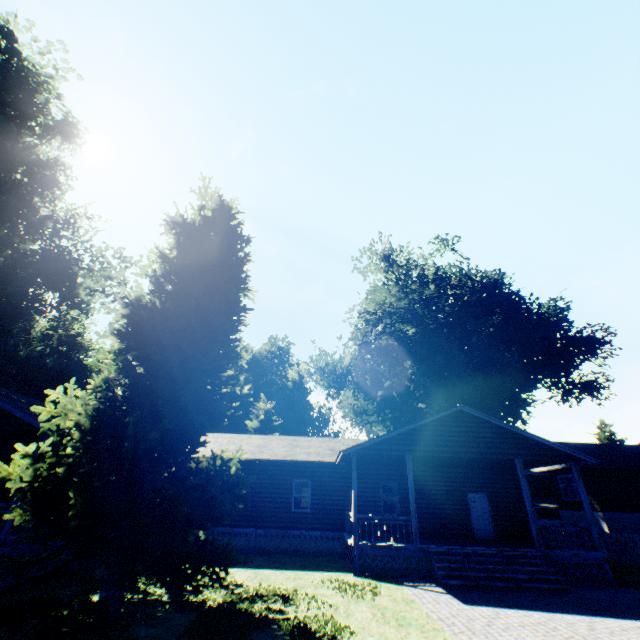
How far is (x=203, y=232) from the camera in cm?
1102

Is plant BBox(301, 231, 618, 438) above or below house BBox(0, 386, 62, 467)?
above

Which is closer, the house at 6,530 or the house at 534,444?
the house at 6,530

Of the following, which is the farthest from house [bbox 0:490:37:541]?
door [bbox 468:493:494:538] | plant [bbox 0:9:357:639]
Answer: plant [bbox 0:9:357:639]

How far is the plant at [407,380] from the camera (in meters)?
29.38

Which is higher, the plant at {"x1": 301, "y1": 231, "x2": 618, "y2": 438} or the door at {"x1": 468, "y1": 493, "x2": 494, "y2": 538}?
the plant at {"x1": 301, "y1": 231, "x2": 618, "y2": 438}

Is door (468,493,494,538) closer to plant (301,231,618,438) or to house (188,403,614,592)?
house (188,403,614,592)
